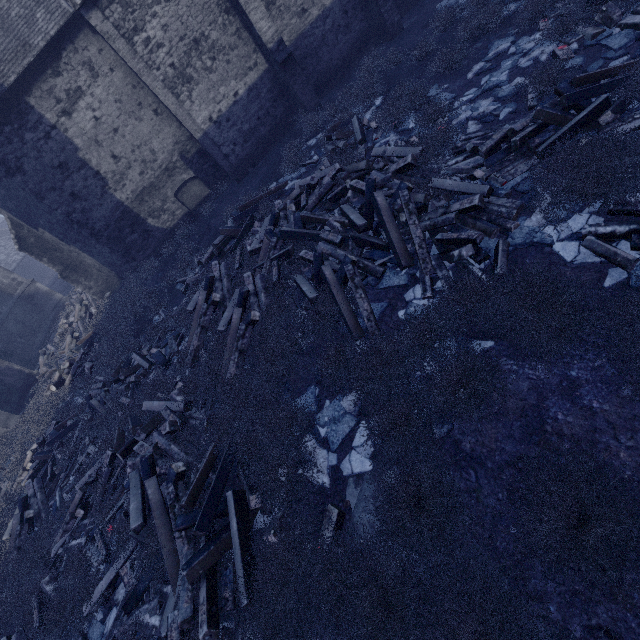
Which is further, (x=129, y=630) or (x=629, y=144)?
(x=129, y=630)

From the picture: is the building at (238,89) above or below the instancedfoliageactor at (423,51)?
above

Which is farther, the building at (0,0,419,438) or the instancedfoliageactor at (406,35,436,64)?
the building at (0,0,419,438)

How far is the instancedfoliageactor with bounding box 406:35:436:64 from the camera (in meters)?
9.97

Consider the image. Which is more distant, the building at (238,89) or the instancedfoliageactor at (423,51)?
the building at (238,89)

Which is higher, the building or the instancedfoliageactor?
the building
